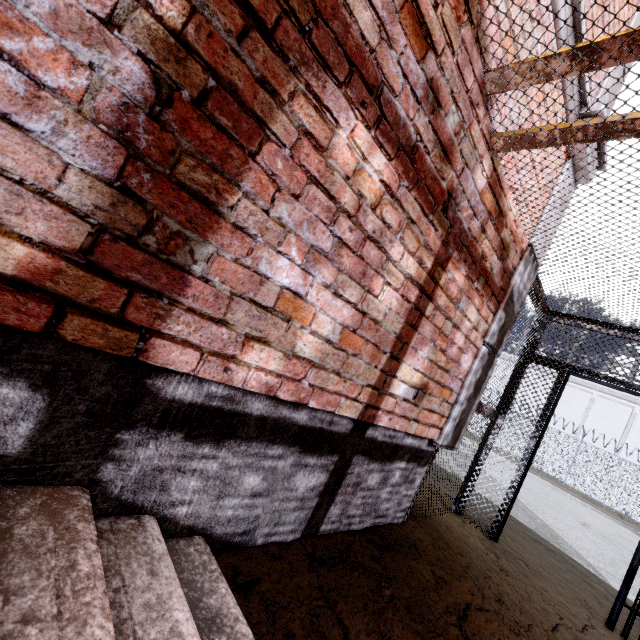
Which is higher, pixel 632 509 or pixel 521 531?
pixel 632 509

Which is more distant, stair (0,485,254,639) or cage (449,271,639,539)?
cage (449,271,639,539)

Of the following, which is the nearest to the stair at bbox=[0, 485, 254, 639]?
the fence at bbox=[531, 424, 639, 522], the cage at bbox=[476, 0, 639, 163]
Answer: the cage at bbox=[476, 0, 639, 163]

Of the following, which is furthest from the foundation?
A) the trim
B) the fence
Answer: the fence

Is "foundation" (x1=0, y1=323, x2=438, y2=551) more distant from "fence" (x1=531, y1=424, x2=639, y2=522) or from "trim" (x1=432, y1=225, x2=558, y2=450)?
"fence" (x1=531, y1=424, x2=639, y2=522)

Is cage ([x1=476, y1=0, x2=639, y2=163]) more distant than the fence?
No

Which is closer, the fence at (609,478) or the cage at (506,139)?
the cage at (506,139)

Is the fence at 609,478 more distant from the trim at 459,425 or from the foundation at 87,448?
the foundation at 87,448
